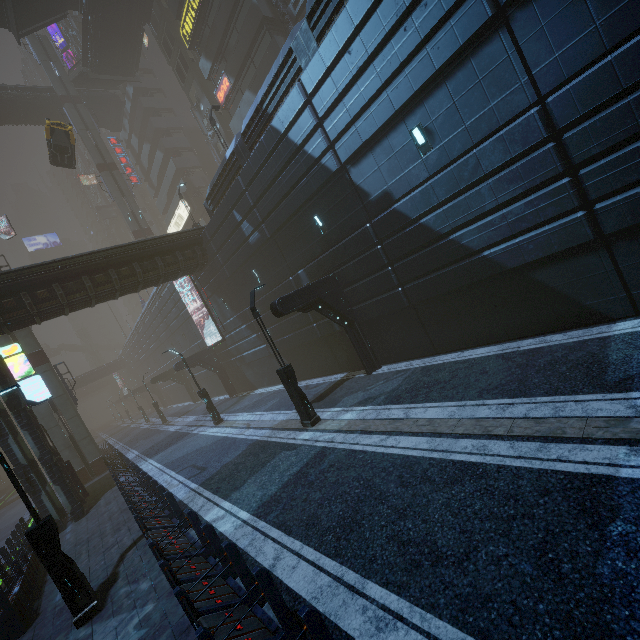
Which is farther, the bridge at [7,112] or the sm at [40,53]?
the sm at [40,53]

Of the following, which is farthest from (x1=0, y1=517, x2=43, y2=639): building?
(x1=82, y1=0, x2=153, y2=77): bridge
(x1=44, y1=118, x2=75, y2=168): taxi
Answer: (x1=44, y1=118, x2=75, y2=168): taxi

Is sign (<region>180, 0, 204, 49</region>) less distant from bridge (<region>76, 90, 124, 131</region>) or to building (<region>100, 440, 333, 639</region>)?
building (<region>100, 440, 333, 639</region>)

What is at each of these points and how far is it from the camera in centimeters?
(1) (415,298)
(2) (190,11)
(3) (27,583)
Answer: (1) building, 1233cm
(2) sign, 2750cm
(3) building, 988cm

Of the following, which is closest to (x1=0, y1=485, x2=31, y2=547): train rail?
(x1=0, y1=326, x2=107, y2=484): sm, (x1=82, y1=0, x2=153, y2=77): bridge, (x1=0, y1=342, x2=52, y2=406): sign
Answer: (x1=0, y1=326, x2=107, y2=484): sm

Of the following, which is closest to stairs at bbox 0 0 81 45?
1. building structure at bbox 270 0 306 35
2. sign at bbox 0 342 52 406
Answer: building structure at bbox 270 0 306 35

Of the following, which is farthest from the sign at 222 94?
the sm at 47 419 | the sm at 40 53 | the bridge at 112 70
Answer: the sm at 47 419

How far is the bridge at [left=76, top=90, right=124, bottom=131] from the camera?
41.81m
